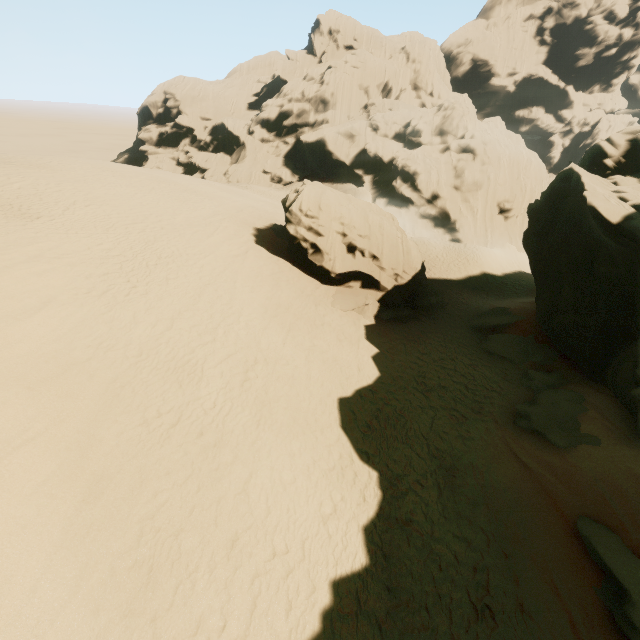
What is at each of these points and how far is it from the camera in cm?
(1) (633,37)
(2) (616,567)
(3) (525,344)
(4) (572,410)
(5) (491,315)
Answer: (1) rock, 5828
(2) rock, 683
(3) rock, 1623
(4) rock, 1130
(5) rock, 1902

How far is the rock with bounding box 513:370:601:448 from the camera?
10.02m

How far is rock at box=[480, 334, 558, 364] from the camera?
15.2m

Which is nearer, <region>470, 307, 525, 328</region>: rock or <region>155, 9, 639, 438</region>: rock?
<region>155, 9, 639, 438</region>: rock

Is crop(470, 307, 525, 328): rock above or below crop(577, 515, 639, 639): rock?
below

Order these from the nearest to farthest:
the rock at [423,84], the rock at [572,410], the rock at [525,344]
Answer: the rock at [572,410] → the rock at [423,84] → the rock at [525,344]

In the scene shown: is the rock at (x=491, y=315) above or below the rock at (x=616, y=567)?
below
